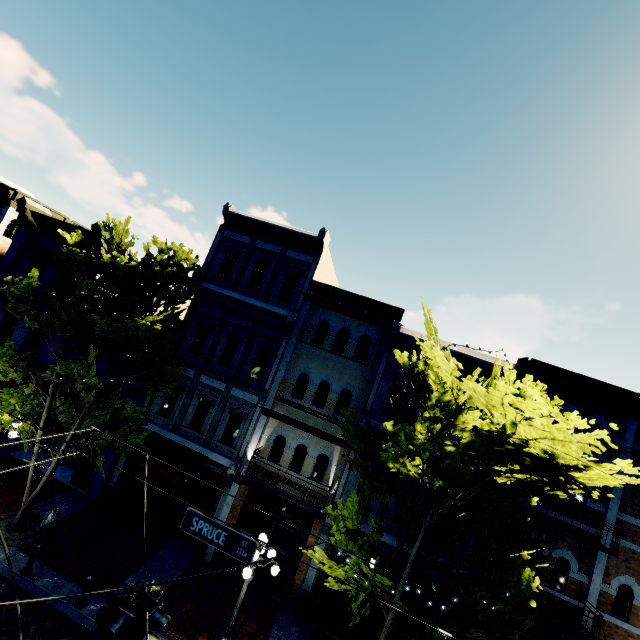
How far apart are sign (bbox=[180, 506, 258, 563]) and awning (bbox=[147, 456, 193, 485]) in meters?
5.6 m

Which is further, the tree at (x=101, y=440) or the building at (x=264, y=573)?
the building at (x=264, y=573)

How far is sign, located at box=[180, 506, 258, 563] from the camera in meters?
6.7 m

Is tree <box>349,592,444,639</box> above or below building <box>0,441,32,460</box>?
above

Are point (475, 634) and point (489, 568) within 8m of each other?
yes

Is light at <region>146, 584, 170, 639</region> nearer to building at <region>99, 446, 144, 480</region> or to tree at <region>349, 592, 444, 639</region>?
tree at <region>349, 592, 444, 639</region>

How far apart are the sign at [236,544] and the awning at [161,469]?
5.65m

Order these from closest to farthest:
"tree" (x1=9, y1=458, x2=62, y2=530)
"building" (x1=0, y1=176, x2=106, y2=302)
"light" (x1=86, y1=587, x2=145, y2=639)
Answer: "light" (x1=86, y1=587, x2=145, y2=639) → "tree" (x1=9, y1=458, x2=62, y2=530) → "building" (x1=0, y1=176, x2=106, y2=302)
